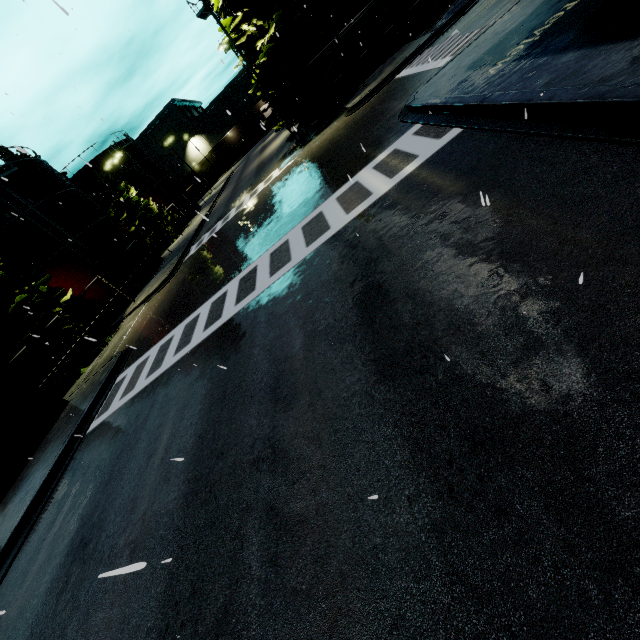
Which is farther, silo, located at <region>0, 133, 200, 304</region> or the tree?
silo, located at <region>0, 133, 200, 304</region>

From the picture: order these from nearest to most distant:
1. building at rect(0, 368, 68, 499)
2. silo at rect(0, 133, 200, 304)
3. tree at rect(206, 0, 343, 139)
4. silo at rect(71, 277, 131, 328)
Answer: building at rect(0, 368, 68, 499)
tree at rect(206, 0, 343, 139)
silo at rect(0, 133, 200, 304)
silo at rect(71, 277, 131, 328)

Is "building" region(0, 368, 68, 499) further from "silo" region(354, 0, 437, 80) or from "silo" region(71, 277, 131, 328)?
"silo" region(71, 277, 131, 328)

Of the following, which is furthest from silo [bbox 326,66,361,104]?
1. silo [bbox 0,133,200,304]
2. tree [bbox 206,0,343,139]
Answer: silo [bbox 0,133,200,304]

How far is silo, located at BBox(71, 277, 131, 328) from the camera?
25.2 meters

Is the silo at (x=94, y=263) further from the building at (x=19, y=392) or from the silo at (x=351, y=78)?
the building at (x=19, y=392)

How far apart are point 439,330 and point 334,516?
2.4 meters

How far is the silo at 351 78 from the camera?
22.2 meters
